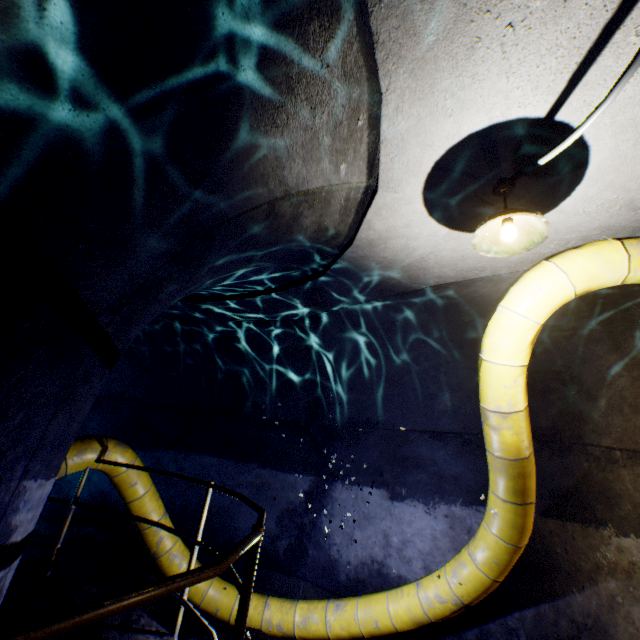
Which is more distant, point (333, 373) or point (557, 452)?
point (333, 373)

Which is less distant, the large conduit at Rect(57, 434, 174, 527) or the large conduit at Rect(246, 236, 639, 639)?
the large conduit at Rect(246, 236, 639, 639)

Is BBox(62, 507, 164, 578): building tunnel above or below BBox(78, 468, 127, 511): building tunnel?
below

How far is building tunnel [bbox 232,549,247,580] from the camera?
5.76m

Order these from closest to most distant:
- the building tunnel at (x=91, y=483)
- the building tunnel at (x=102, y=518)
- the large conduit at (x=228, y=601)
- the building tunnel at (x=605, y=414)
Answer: the building tunnel at (x=605, y=414), the large conduit at (x=228, y=601), the building tunnel at (x=102, y=518), the building tunnel at (x=91, y=483)

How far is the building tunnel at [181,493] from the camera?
6.46m

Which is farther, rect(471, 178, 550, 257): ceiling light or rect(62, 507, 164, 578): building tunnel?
rect(62, 507, 164, 578): building tunnel
